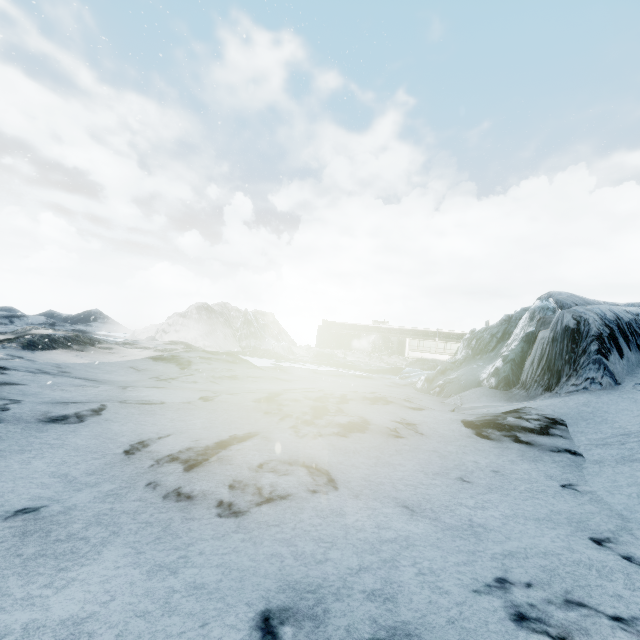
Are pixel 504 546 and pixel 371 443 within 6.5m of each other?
yes
